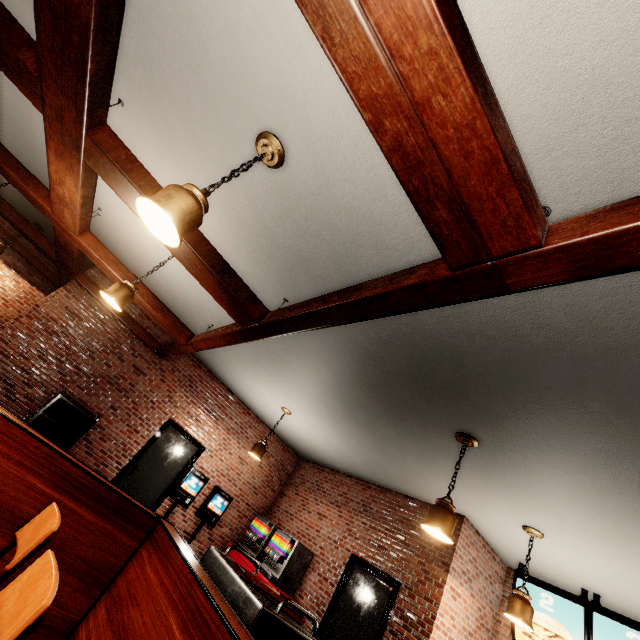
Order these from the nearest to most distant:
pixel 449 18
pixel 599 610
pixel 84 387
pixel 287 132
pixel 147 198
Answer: pixel 449 18
pixel 147 198
pixel 287 132
pixel 599 610
pixel 84 387
